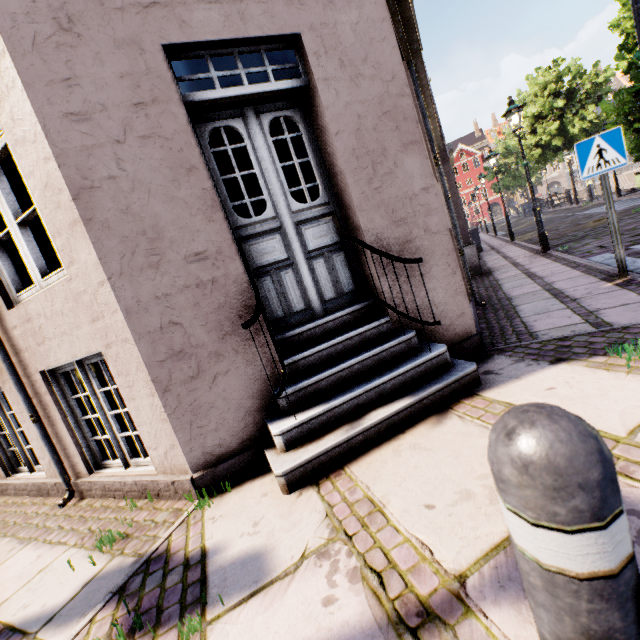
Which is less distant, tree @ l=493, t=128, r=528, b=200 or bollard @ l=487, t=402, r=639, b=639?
bollard @ l=487, t=402, r=639, b=639

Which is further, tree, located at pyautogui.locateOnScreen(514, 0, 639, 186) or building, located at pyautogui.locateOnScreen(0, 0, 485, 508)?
tree, located at pyautogui.locateOnScreen(514, 0, 639, 186)

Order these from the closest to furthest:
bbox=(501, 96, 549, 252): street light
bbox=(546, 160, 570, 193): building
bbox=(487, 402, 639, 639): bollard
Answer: bbox=(487, 402, 639, 639): bollard → bbox=(501, 96, 549, 252): street light → bbox=(546, 160, 570, 193): building

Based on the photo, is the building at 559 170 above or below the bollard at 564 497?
above

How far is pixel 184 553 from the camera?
2.1 meters

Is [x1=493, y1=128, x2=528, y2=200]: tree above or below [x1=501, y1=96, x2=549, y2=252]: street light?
above

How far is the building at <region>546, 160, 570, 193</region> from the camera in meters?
57.6 m

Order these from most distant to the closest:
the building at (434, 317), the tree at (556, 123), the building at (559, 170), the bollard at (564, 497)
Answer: the building at (559, 170), the tree at (556, 123), the building at (434, 317), the bollard at (564, 497)
